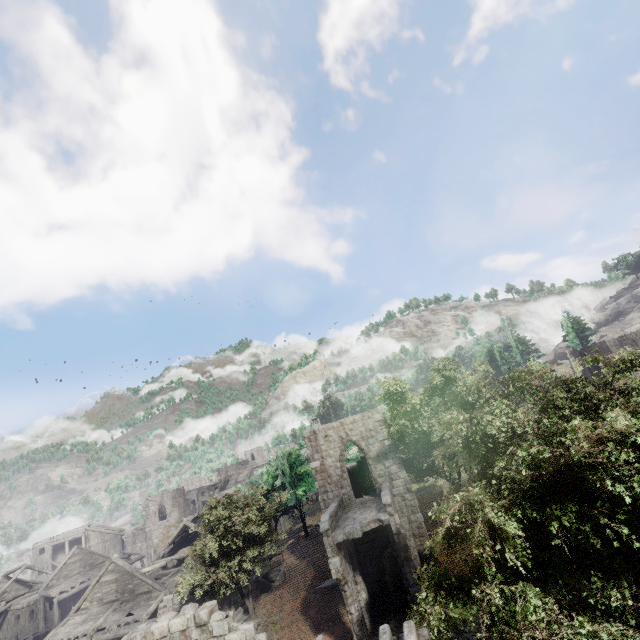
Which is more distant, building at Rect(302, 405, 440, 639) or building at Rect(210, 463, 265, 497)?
building at Rect(210, 463, 265, 497)

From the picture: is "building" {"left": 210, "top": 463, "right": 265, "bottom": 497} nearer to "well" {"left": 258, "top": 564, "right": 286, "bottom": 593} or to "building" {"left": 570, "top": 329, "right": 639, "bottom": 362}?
"well" {"left": 258, "top": 564, "right": 286, "bottom": 593}

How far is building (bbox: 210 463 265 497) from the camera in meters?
44.6

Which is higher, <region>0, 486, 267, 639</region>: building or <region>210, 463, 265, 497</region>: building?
<region>210, 463, 265, 497</region>: building

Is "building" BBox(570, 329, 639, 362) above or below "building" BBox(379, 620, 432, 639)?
above

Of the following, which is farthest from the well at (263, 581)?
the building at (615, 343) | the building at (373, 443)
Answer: the building at (615, 343)

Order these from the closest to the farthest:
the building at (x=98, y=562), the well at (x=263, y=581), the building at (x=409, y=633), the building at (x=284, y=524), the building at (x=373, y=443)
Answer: the building at (x=409, y=633) < the building at (x=98, y=562) < the building at (x=373, y=443) < the well at (x=263, y=581) < the building at (x=284, y=524)

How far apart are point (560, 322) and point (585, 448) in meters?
63.1
